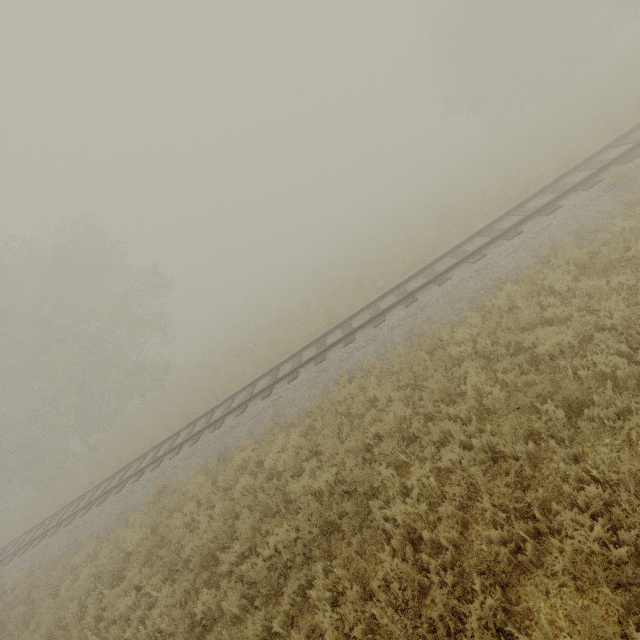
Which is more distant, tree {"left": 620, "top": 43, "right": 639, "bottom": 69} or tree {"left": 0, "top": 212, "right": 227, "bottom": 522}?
tree {"left": 0, "top": 212, "right": 227, "bottom": 522}

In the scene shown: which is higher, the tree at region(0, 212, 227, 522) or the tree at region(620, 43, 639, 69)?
the tree at region(0, 212, 227, 522)

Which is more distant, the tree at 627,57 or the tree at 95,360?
the tree at 95,360

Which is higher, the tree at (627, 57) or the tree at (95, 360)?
the tree at (95, 360)

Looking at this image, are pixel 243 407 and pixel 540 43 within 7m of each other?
no
